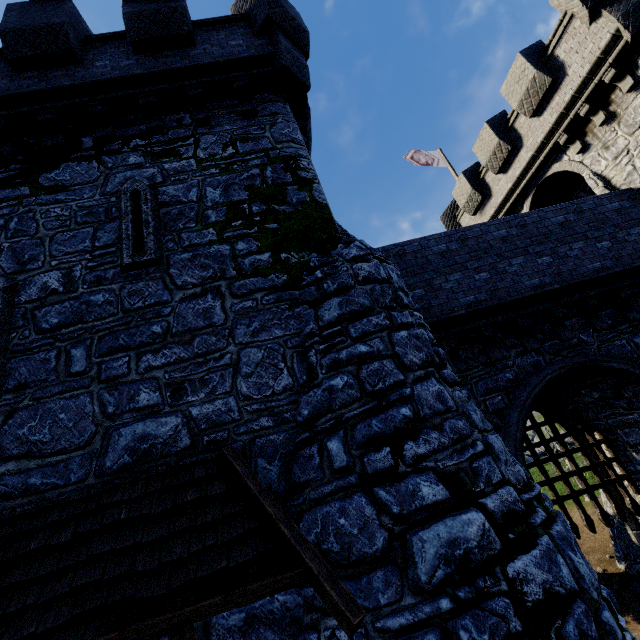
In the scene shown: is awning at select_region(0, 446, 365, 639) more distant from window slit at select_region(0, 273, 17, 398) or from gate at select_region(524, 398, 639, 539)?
gate at select_region(524, 398, 639, 539)

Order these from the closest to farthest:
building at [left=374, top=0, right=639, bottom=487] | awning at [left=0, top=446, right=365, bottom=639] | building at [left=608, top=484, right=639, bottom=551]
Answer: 1. awning at [left=0, top=446, right=365, bottom=639]
2. building at [left=374, top=0, right=639, bottom=487]
3. building at [left=608, top=484, right=639, bottom=551]

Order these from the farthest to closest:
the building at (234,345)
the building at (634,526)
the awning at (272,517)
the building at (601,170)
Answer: the building at (634,526) < the building at (601,170) < the building at (234,345) < the awning at (272,517)

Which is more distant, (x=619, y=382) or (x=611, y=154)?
(x=611, y=154)

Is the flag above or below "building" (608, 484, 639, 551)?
above

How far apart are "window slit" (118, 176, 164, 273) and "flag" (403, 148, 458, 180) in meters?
16.1

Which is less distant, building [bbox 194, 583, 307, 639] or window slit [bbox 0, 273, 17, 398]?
building [bbox 194, 583, 307, 639]

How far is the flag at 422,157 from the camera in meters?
18.7 m
